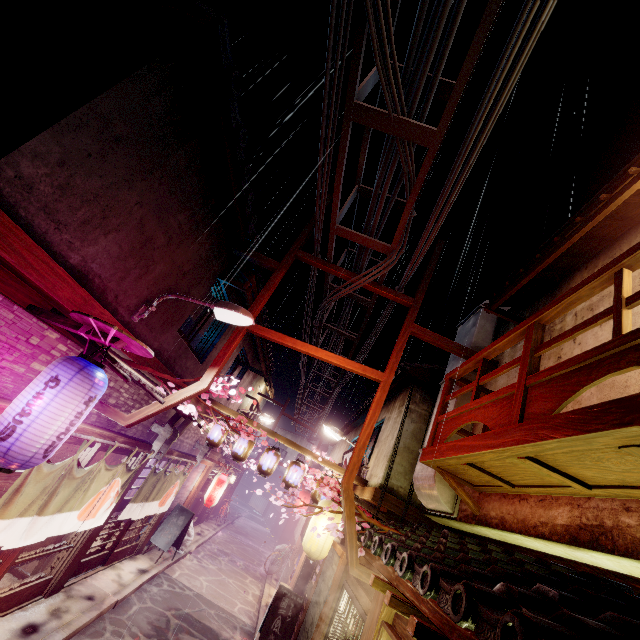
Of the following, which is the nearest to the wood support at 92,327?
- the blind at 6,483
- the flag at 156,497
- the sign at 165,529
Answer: the blind at 6,483

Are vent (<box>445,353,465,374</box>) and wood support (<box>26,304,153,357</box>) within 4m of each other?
no

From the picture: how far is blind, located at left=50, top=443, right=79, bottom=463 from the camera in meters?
9.0 m

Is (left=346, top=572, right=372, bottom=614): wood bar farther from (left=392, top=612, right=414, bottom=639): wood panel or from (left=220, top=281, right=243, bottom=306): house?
(left=220, top=281, right=243, bottom=306): house

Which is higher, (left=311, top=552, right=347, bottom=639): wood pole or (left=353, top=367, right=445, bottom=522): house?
(left=353, top=367, right=445, bottom=522): house

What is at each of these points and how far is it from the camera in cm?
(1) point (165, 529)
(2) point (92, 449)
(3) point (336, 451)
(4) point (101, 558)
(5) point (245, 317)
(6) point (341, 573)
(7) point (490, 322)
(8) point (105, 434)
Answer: (1) sign, 1875
(2) door, 1010
(3) house, 3691
(4) door, 1418
(5) light, 940
(6) wood pole, 1068
(7) vent, 1288
(8) wood bar, 974

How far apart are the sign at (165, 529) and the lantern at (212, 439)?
6.37m

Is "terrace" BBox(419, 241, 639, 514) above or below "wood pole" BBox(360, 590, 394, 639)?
above
